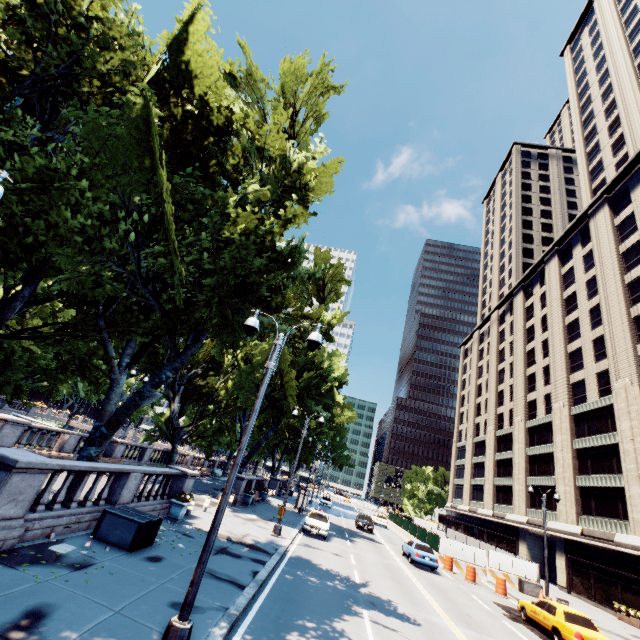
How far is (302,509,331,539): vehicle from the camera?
22.6 meters

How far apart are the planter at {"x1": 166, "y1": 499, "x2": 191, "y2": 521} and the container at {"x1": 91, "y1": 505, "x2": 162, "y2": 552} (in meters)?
4.05

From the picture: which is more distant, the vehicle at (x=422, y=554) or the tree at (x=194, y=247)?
the vehicle at (x=422, y=554)

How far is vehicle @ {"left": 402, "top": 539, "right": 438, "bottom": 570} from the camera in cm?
2283

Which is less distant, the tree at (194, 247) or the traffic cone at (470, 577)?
the tree at (194, 247)

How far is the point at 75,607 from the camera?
6.7 meters

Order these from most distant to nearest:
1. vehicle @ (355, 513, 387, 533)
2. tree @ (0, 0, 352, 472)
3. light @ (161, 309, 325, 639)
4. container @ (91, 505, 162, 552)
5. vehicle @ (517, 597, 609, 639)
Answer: vehicle @ (355, 513, 387, 533), vehicle @ (517, 597, 609, 639), container @ (91, 505, 162, 552), tree @ (0, 0, 352, 472), light @ (161, 309, 325, 639)

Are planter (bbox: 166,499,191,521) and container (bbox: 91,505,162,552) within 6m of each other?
yes
